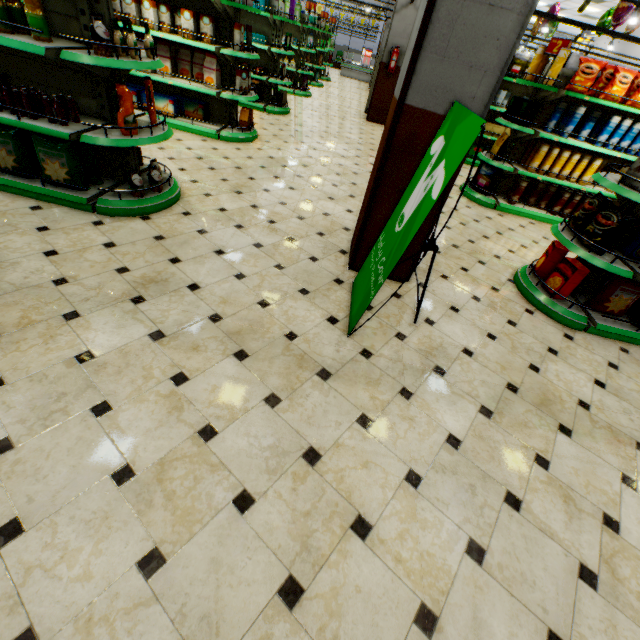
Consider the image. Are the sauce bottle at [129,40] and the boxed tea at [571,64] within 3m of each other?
no

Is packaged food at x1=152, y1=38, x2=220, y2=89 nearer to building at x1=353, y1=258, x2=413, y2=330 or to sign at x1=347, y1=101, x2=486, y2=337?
building at x1=353, y1=258, x2=413, y2=330

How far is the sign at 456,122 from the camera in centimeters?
185cm

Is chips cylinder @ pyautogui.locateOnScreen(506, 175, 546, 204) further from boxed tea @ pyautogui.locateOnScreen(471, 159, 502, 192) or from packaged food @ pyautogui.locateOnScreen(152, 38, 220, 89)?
packaged food @ pyautogui.locateOnScreen(152, 38, 220, 89)

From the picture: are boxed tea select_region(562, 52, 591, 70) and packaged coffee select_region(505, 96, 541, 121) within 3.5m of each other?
yes

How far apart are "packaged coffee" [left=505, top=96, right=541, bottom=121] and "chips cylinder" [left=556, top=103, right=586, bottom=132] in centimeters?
Result: 52cm

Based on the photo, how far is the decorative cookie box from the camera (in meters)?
6.08

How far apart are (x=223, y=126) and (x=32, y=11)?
3.66m
